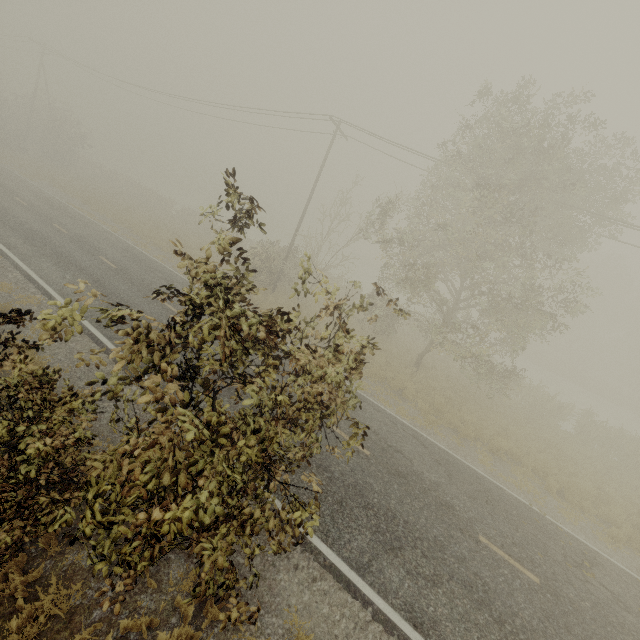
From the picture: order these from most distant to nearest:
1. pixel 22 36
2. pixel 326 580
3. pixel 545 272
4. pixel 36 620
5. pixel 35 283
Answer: pixel 545 272, pixel 22 36, pixel 35 283, pixel 326 580, pixel 36 620
